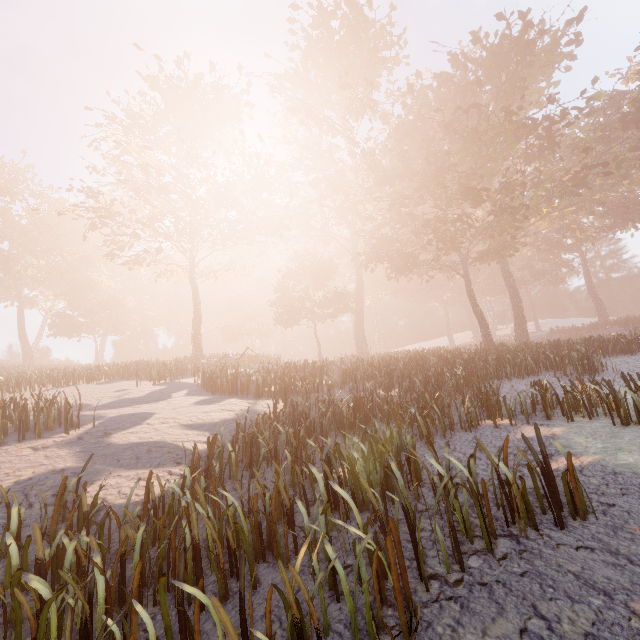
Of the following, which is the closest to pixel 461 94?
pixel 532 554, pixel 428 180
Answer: pixel 428 180
